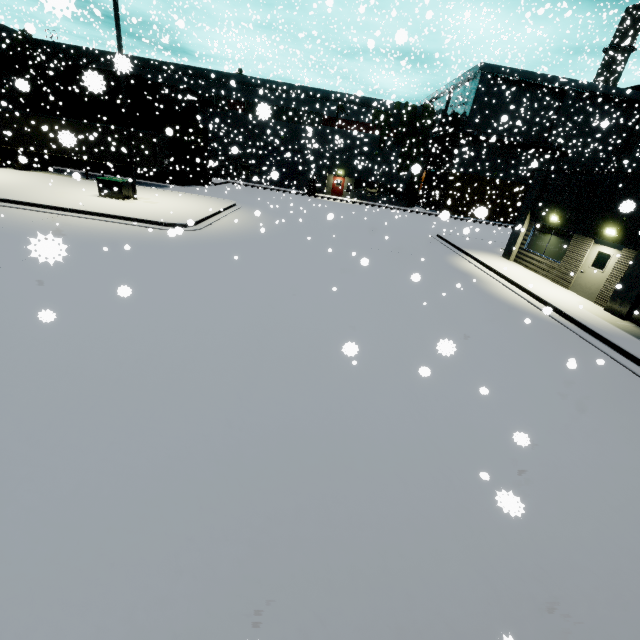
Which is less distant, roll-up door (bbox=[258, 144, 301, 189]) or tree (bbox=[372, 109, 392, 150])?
roll-up door (bbox=[258, 144, 301, 189])

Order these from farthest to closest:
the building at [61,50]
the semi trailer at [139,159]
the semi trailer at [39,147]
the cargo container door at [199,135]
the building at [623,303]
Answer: the building at [61,50], the cargo container door at [199,135], the semi trailer at [139,159], the semi trailer at [39,147], the building at [623,303]

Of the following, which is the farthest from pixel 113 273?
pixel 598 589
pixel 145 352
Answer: pixel 598 589

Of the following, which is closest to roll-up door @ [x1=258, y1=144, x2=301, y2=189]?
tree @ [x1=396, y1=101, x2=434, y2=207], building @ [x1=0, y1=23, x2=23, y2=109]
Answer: building @ [x1=0, y1=23, x2=23, y2=109]

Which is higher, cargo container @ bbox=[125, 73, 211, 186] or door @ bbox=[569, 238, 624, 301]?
cargo container @ bbox=[125, 73, 211, 186]

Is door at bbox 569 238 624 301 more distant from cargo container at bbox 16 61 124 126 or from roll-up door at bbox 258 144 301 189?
roll-up door at bbox 258 144 301 189

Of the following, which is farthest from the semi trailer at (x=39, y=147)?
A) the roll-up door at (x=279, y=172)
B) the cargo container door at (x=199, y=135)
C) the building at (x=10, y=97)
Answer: the roll-up door at (x=279, y=172)

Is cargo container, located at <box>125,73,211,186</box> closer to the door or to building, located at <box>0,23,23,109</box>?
building, located at <box>0,23,23,109</box>
